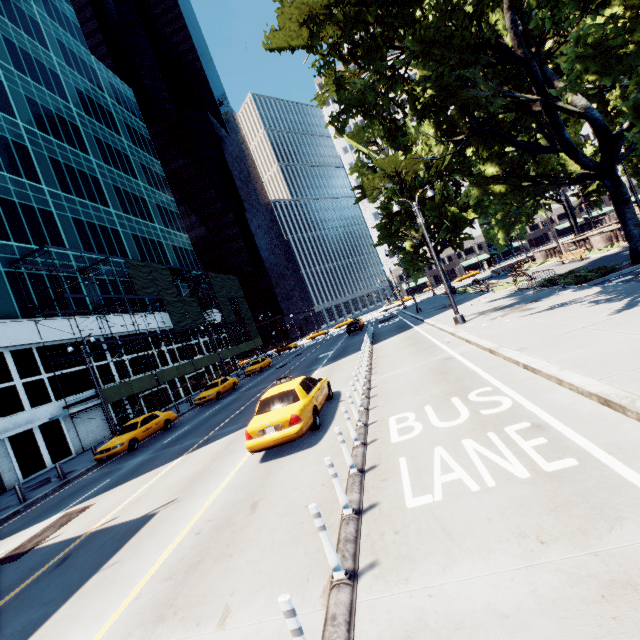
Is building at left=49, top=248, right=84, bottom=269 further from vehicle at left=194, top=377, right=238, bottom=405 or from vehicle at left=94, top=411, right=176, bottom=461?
vehicle at left=194, top=377, right=238, bottom=405

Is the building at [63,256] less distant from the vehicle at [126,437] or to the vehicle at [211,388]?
the vehicle at [126,437]

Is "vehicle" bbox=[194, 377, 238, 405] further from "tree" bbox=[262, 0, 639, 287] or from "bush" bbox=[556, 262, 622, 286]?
"bush" bbox=[556, 262, 622, 286]

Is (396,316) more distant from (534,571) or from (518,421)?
(534,571)

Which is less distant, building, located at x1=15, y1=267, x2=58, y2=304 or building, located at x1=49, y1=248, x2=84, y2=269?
building, located at x1=15, y1=267, x2=58, y2=304

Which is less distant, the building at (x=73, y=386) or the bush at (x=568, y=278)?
the bush at (x=568, y=278)

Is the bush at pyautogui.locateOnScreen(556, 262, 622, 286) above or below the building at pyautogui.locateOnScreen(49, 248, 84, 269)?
below

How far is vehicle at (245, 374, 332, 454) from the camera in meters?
8.4 m
